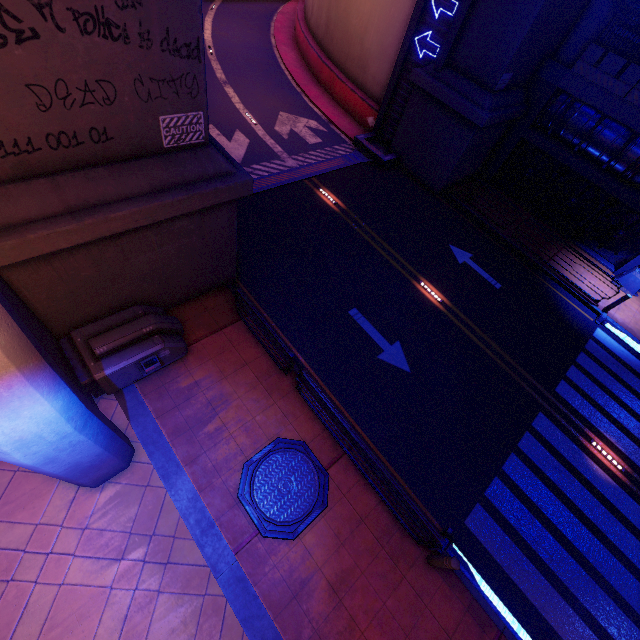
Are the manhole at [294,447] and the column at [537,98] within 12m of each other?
no

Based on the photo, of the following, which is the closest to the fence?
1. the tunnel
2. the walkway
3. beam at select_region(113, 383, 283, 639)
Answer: the walkway

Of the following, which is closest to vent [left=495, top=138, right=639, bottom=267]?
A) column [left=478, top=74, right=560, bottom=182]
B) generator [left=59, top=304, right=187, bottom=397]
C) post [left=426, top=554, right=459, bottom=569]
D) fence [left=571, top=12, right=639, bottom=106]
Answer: column [left=478, top=74, right=560, bottom=182]

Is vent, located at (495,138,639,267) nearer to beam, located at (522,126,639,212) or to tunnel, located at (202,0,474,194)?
beam, located at (522,126,639,212)

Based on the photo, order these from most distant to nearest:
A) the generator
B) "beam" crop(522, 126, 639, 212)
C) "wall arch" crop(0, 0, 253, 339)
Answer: "beam" crop(522, 126, 639, 212) < the generator < "wall arch" crop(0, 0, 253, 339)

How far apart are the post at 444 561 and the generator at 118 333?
7.8m

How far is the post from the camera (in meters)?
6.72

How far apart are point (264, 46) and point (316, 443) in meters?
27.8
